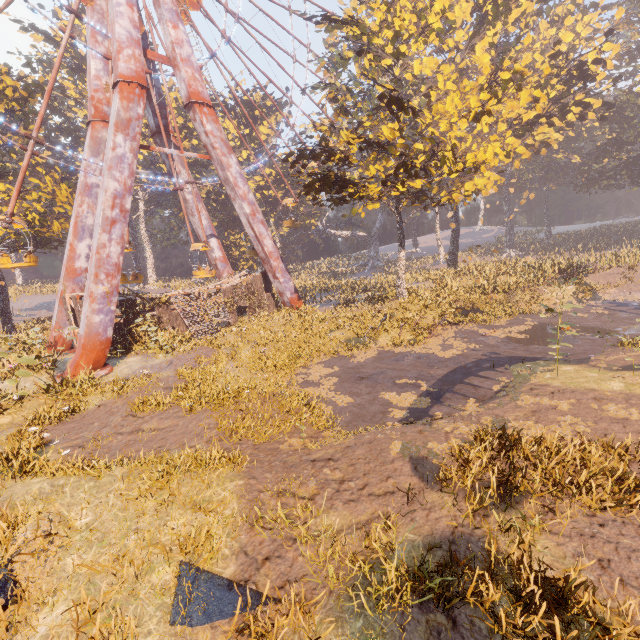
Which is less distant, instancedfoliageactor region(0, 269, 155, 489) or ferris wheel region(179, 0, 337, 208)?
instancedfoliageactor region(0, 269, 155, 489)

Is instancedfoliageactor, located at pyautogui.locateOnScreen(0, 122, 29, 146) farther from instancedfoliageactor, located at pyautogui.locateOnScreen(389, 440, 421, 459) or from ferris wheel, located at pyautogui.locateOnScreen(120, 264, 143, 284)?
instancedfoliageactor, located at pyautogui.locateOnScreen(389, 440, 421, 459)

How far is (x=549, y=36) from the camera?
41.2 meters

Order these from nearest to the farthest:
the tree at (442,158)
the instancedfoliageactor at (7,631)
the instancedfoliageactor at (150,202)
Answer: the instancedfoliageactor at (7,631) < the tree at (442,158) < the instancedfoliageactor at (150,202)

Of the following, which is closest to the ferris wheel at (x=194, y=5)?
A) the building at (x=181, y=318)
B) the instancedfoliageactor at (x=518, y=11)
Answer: the building at (x=181, y=318)

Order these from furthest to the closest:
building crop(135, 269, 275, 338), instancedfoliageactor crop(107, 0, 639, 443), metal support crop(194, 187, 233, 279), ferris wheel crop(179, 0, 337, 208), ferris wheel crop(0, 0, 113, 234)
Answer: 1. metal support crop(194, 187, 233, 279)
2. ferris wheel crop(179, 0, 337, 208)
3. building crop(135, 269, 275, 338)
4. ferris wheel crop(0, 0, 113, 234)
5. instancedfoliageactor crop(107, 0, 639, 443)

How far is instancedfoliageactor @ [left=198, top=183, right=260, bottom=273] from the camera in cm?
4575
